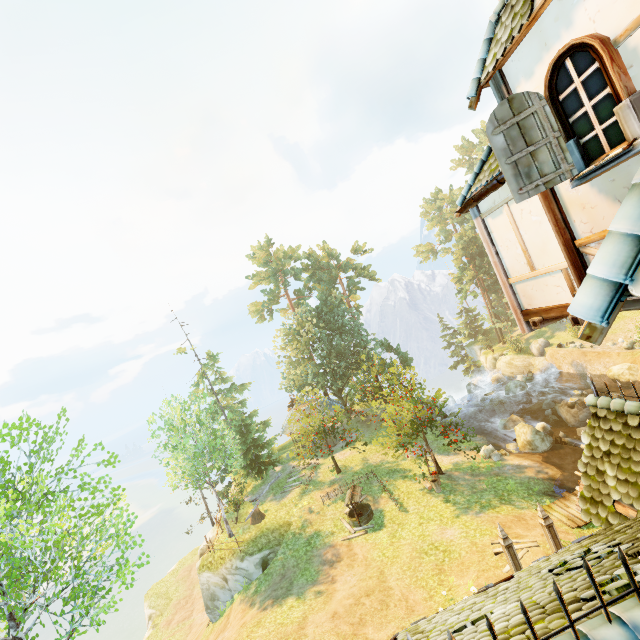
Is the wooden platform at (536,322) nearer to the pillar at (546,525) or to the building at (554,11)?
the building at (554,11)

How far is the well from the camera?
19.0 meters

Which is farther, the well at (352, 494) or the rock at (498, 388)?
the rock at (498, 388)

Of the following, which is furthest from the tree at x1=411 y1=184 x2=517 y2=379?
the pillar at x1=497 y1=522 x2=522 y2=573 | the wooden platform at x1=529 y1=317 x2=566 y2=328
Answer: the wooden platform at x1=529 y1=317 x2=566 y2=328

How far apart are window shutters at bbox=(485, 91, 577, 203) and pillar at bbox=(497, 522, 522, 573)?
11.3m

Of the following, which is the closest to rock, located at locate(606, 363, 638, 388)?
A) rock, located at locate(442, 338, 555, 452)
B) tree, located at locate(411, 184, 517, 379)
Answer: rock, located at locate(442, 338, 555, 452)

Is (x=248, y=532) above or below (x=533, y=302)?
below

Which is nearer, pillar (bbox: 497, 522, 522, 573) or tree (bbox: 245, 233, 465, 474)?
pillar (bbox: 497, 522, 522, 573)
